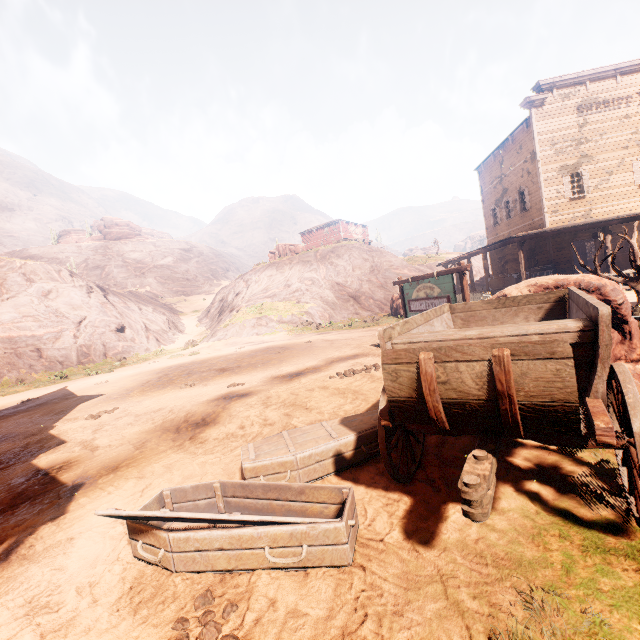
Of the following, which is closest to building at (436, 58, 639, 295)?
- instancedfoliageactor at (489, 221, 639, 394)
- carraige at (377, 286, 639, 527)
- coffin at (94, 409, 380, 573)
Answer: coffin at (94, 409, 380, 573)

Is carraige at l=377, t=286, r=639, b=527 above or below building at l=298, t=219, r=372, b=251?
below

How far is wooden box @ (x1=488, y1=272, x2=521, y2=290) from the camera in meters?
18.3 m

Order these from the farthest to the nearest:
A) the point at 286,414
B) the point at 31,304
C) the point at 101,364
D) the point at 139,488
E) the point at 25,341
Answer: the point at 31,304, the point at 101,364, the point at 25,341, the point at 286,414, the point at 139,488

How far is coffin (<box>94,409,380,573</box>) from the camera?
2.4 meters

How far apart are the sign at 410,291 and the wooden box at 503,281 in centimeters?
1141cm

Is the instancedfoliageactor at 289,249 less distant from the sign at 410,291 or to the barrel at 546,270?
the barrel at 546,270

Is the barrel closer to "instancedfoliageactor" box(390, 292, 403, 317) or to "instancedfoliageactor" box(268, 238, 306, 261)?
"instancedfoliageactor" box(390, 292, 403, 317)
